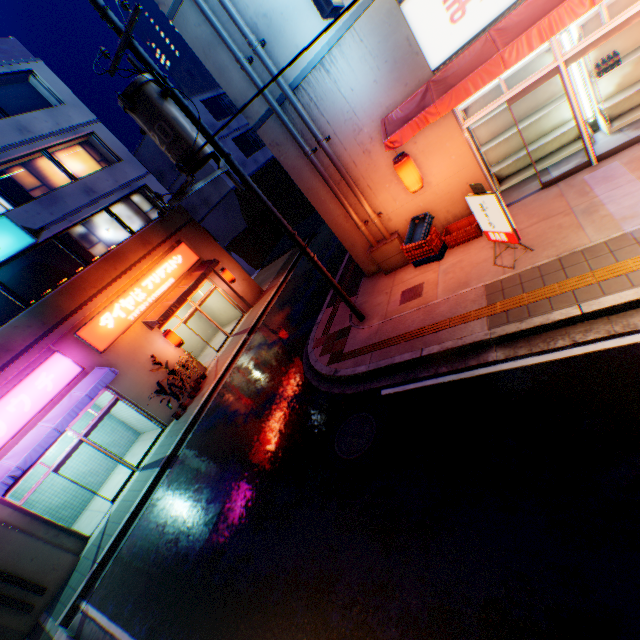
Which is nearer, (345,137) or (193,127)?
(193,127)

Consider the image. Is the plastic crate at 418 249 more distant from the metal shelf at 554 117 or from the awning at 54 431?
the awning at 54 431

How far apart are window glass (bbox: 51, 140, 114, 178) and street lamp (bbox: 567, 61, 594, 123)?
18.0 meters

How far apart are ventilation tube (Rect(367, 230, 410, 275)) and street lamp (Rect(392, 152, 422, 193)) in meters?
1.4

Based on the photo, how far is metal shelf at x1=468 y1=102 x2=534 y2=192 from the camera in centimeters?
873cm

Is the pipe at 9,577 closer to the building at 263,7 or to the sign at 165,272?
the sign at 165,272

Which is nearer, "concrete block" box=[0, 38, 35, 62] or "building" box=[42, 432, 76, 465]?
"building" box=[42, 432, 76, 465]

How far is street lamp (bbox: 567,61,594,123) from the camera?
7.8m
